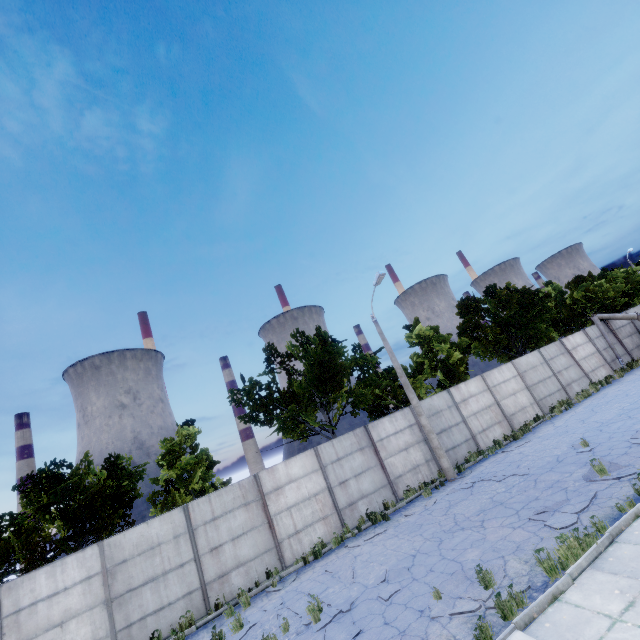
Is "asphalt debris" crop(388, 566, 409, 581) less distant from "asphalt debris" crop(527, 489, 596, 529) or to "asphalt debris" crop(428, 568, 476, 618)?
"asphalt debris" crop(428, 568, 476, 618)

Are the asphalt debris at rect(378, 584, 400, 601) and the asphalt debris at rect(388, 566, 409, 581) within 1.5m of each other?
A: yes

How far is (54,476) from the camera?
15.4 meters

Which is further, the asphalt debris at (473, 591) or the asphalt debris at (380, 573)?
the asphalt debris at (380, 573)

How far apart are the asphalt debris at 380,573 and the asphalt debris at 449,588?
1.4m

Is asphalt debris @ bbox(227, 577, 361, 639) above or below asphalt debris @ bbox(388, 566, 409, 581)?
below

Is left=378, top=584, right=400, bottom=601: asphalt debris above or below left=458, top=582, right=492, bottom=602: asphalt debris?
above

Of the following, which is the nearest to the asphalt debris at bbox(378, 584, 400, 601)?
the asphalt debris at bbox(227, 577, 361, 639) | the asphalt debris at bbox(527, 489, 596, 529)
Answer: the asphalt debris at bbox(227, 577, 361, 639)
